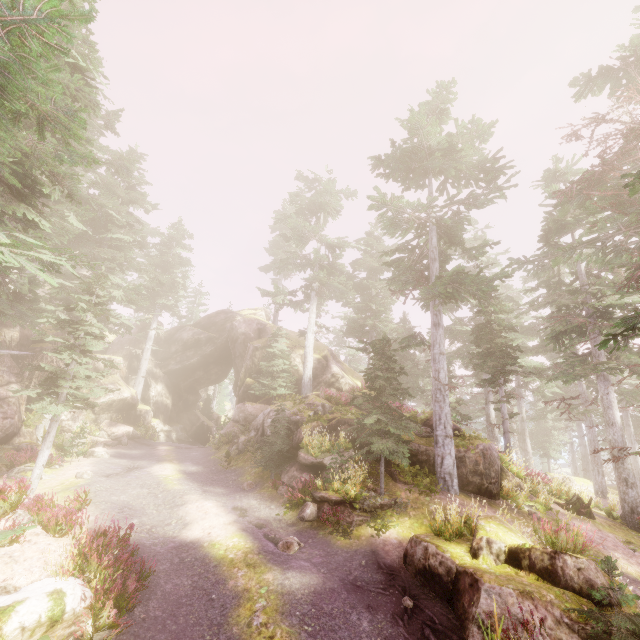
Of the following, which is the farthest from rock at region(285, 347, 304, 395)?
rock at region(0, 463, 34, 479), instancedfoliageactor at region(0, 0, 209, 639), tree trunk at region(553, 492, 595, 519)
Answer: tree trunk at region(553, 492, 595, 519)

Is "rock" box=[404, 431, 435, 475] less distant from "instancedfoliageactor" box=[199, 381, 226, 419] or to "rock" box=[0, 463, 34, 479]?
"instancedfoliageactor" box=[199, 381, 226, 419]

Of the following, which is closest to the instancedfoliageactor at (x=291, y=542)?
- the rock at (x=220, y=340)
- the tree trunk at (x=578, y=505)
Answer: the rock at (x=220, y=340)

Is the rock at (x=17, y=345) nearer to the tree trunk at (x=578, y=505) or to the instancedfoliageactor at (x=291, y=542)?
the instancedfoliageactor at (x=291, y=542)

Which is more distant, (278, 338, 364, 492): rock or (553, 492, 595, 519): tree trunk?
(553, 492, 595, 519): tree trunk

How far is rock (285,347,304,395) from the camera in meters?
29.0 m

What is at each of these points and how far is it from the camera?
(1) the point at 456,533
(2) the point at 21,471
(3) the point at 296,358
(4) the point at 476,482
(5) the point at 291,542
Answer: Answer:
(1) instancedfoliageactor, 10.1 meters
(2) rock, 14.8 meters
(3) rock, 30.9 meters
(4) rock, 13.9 meters
(5) instancedfoliageactor, 10.4 meters

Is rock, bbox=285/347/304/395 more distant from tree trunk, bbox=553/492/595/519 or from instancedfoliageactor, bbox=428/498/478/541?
tree trunk, bbox=553/492/595/519
